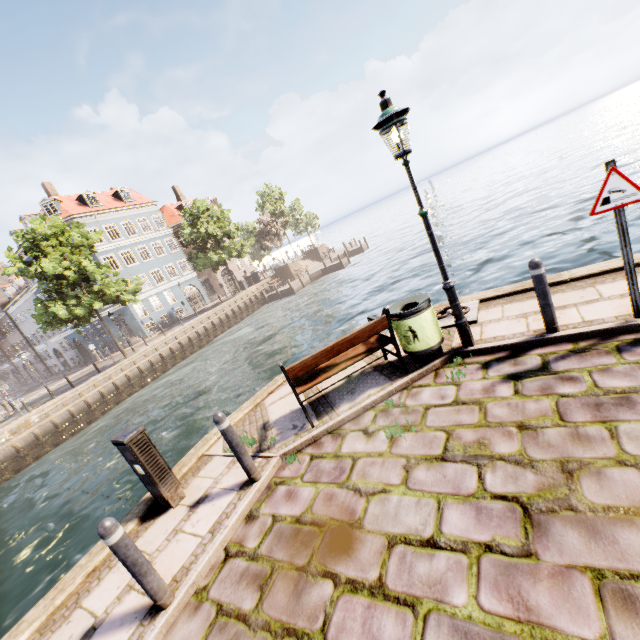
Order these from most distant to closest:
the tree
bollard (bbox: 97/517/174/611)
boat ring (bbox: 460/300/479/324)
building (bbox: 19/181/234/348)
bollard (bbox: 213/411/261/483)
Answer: building (bbox: 19/181/234/348) → the tree → boat ring (bbox: 460/300/479/324) → bollard (bbox: 213/411/261/483) → bollard (bbox: 97/517/174/611)

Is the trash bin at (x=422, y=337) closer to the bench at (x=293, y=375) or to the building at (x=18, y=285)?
the bench at (x=293, y=375)

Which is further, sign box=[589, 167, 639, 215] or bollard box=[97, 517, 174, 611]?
sign box=[589, 167, 639, 215]

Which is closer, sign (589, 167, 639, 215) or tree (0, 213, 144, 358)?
sign (589, 167, 639, 215)

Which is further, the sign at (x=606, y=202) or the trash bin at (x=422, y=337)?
the trash bin at (x=422, y=337)

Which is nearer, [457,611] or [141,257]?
[457,611]

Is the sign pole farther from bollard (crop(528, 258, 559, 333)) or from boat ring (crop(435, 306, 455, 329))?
boat ring (crop(435, 306, 455, 329))

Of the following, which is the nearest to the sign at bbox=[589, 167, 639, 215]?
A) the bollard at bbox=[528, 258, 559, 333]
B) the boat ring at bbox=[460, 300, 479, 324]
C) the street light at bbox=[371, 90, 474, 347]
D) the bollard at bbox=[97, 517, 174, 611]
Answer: the bollard at bbox=[528, 258, 559, 333]
